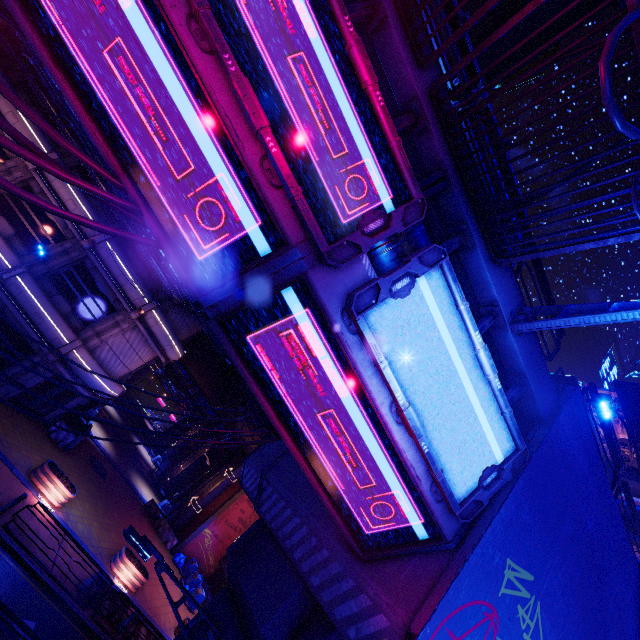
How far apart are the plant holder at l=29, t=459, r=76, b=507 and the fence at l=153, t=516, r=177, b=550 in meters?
13.3

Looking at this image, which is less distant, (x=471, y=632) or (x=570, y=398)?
(x=471, y=632)

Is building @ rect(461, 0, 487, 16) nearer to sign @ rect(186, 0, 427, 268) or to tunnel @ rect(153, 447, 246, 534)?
sign @ rect(186, 0, 427, 268)

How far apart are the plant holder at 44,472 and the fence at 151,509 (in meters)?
13.04

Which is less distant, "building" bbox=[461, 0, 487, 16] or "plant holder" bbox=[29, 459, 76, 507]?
"plant holder" bbox=[29, 459, 76, 507]

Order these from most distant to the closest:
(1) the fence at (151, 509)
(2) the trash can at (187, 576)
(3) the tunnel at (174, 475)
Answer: (3) the tunnel at (174, 475)
(1) the fence at (151, 509)
(2) the trash can at (187, 576)

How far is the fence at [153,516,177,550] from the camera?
26.59m

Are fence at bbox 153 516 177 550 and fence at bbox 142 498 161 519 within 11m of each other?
yes
